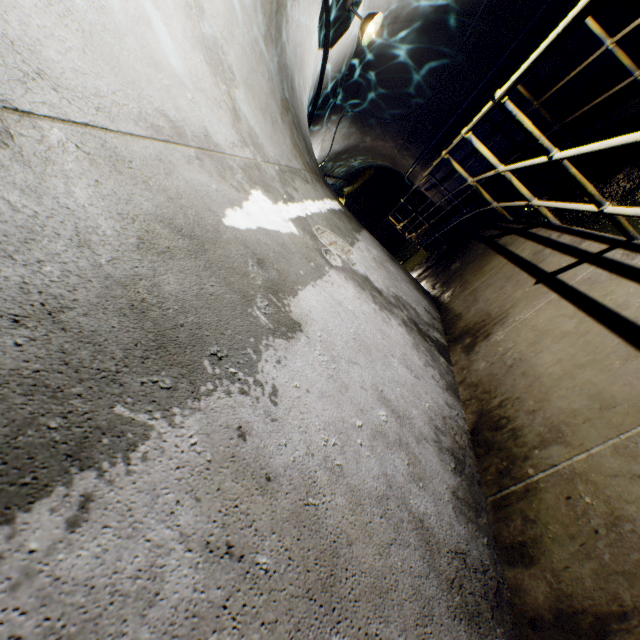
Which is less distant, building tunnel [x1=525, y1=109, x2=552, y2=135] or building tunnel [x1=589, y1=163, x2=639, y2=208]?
building tunnel [x1=589, y1=163, x2=639, y2=208]

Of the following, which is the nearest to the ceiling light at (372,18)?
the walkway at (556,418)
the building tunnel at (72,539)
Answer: the building tunnel at (72,539)

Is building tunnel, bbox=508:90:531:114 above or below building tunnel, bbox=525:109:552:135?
above

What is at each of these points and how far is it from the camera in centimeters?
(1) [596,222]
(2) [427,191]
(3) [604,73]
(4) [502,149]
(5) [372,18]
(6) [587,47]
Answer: (1) building tunnel, 449cm
(2) building tunnel, 1002cm
(3) building tunnel, 508cm
(4) building tunnel, 729cm
(5) ceiling light, 452cm
(6) building tunnel, 497cm

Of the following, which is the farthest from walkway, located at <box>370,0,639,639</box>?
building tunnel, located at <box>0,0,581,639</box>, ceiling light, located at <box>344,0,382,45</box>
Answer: ceiling light, located at <box>344,0,382,45</box>

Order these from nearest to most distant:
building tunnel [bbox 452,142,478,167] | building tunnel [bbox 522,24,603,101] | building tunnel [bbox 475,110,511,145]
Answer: building tunnel [bbox 522,24,603,101] < building tunnel [bbox 475,110,511,145] < building tunnel [bbox 452,142,478,167]

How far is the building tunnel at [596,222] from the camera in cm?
415
